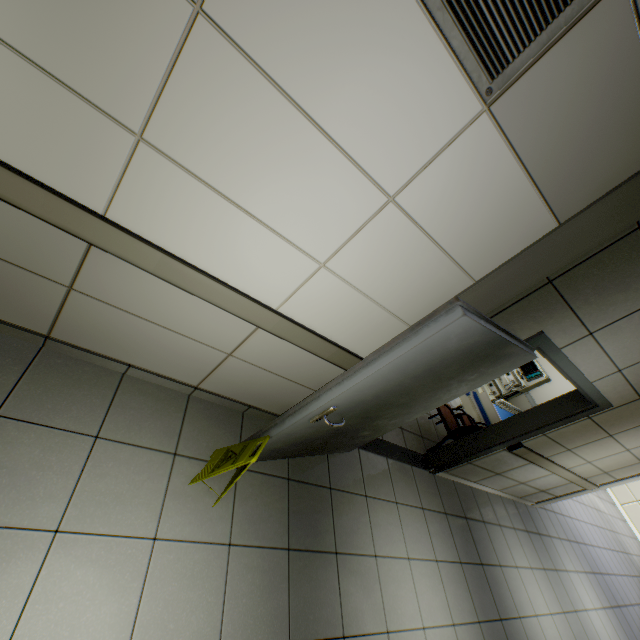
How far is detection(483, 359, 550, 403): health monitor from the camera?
6.6m

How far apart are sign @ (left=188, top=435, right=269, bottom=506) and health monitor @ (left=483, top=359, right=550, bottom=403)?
6.3 meters

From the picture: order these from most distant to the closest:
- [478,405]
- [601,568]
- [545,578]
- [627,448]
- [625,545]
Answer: [625,545], [601,568], [478,405], [545,578], [627,448]

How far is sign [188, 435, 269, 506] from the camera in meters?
2.0 m

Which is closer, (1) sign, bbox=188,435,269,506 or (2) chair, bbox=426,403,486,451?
(1) sign, bbox=188,435,269,506

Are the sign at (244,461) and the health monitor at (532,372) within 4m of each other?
no

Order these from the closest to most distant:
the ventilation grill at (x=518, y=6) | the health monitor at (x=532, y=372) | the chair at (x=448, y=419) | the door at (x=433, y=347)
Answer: the ventilation grill at (x=518, y=6) < the door at (x=433, y=347) < the chair at (x=448, y=419) < the health monitor at (x=532, y=372)

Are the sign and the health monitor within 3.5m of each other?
no
